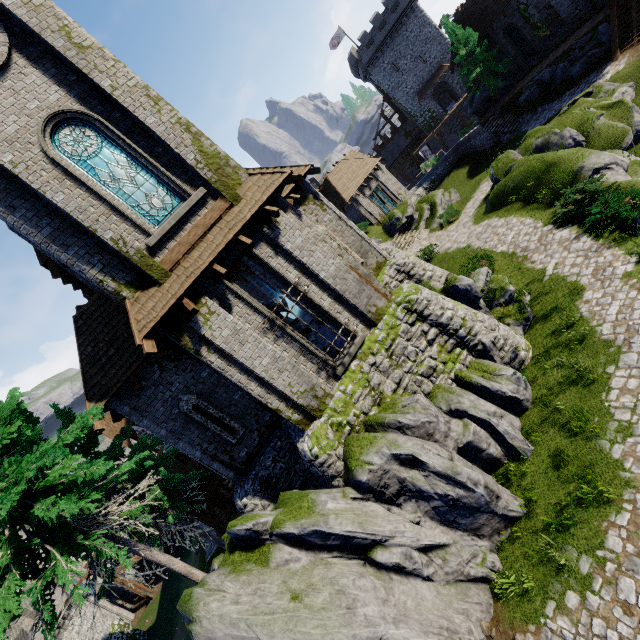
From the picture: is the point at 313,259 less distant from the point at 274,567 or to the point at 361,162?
the point at 274,567

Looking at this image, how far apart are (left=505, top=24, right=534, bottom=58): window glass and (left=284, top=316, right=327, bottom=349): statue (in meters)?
38.91

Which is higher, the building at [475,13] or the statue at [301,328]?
the building at [475,13]

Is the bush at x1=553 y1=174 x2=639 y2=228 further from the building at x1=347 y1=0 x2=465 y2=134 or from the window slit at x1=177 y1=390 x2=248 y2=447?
the building at x1=347 y1=0 x2=465 y2=134

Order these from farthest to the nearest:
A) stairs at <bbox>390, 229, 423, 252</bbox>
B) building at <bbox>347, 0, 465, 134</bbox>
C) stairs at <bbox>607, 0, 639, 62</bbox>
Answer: building at <bbox>347, 0, 465, 134</bbox>, stairs at <bbox>390, 229, 423, 252</bbox>, stairs at <bbox>607, 0, 639, 62</bbox>

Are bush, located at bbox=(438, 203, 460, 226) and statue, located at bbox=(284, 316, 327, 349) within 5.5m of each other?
no

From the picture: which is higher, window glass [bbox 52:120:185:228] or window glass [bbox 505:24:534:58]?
window glass [bbox 52:120:185:228]

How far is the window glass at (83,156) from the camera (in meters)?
9.12
